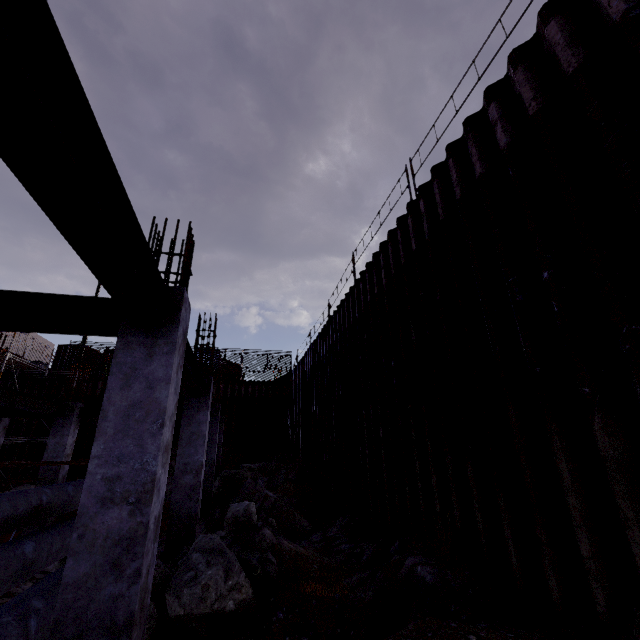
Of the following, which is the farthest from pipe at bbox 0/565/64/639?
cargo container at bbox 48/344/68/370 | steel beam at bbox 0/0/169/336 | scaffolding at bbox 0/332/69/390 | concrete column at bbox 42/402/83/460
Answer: cargo container at bbox 48/344/68/370

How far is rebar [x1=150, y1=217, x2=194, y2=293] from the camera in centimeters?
399cm

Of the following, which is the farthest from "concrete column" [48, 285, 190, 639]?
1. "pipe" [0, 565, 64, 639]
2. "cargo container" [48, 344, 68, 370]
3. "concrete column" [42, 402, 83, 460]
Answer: "cargo container" [48, 344, 68, 370]

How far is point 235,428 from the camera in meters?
22.7 m

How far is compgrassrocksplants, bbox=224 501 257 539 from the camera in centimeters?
601cm

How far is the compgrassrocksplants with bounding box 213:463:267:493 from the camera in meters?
13.7

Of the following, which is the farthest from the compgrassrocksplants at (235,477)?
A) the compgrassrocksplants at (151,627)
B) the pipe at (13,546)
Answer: the compgrassrocksplants at (151,627)

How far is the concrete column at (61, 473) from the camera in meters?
10.6 m
